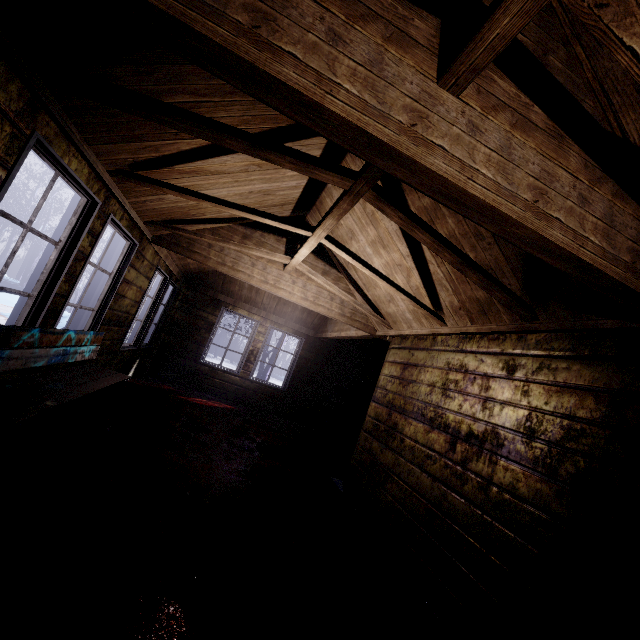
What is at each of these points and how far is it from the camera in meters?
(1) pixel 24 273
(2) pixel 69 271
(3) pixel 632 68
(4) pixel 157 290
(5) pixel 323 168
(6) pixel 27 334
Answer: (1) instancedfoliageactor, 15.5
(2) window, 2.5
(3) beam, 0.9
(4) window, 5.3
(5) beam, 1.8
(6) bench, 2.1

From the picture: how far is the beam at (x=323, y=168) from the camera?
1.5m

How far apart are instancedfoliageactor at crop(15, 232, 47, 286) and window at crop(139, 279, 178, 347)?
13.8m

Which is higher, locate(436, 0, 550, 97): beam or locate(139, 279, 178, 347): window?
locate(436, 0, 550, 97): beam

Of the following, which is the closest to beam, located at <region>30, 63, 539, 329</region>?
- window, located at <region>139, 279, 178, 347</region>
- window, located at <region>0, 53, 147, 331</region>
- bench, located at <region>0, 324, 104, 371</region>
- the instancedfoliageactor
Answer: window, located at <region>0, 53, 147, 331</region>

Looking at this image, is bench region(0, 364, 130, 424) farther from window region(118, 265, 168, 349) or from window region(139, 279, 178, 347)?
window region(139, 279, 178, 347)

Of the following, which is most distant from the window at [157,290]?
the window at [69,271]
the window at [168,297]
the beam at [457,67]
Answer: the beam at [457,67]

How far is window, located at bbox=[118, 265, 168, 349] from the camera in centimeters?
452cm
